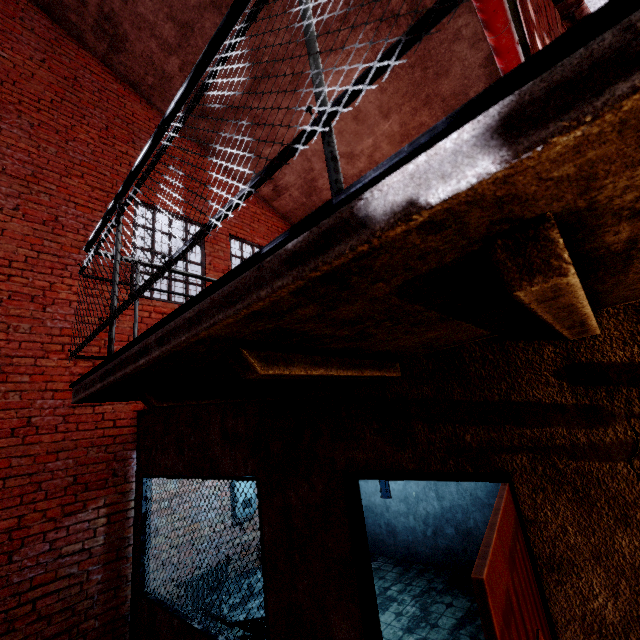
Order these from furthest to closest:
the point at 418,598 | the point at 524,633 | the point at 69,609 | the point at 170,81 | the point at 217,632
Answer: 1. the point at 170,81
2. the point at 418,598
3. the point at 69,609
4. the point at 217,632
5. the point at 524,633

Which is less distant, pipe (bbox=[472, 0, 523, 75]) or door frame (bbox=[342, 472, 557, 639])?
door frame (bbox=[342, 472, 557, 639])

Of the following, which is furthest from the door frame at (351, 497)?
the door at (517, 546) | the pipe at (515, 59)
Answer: the pipe at (515, 59)

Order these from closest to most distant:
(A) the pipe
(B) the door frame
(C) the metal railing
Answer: (C) the metal railing → (B) the door frame → (A) the pipe

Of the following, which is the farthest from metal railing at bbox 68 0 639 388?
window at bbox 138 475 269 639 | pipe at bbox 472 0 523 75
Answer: pipe at bbox 472 0 523 75

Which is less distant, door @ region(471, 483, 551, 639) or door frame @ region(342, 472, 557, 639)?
door @ region(471, 483, 551, 639)

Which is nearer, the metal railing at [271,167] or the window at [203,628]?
the metal railing at [271,167]

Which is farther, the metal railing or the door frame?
the door frame
